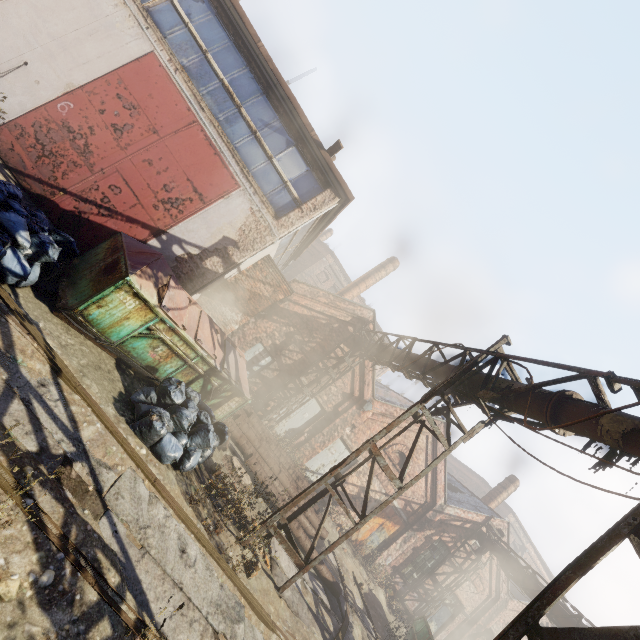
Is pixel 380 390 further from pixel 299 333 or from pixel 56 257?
pixel 56 257

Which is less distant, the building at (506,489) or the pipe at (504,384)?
the pipe at (504,384)

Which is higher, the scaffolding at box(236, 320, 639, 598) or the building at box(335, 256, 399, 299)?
the building at box(335, 256, 399, 299)

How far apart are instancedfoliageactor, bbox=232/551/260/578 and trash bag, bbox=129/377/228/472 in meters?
1.4 m

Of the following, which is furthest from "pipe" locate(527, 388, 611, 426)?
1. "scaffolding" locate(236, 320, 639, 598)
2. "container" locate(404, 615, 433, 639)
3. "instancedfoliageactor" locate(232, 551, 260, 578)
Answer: "instancedfoliageactor" locate(232, 551, 260, 578)

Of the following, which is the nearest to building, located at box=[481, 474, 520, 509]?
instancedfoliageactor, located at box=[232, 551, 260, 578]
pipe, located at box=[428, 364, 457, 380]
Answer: pipe, located at box=[428, 364, 457, 380]

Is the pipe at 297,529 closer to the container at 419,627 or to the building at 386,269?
the container at 419,627

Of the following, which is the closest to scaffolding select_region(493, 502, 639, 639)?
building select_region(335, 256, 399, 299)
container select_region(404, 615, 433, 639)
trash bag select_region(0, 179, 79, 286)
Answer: trash bag select_region(0, 179, 79, 286)
